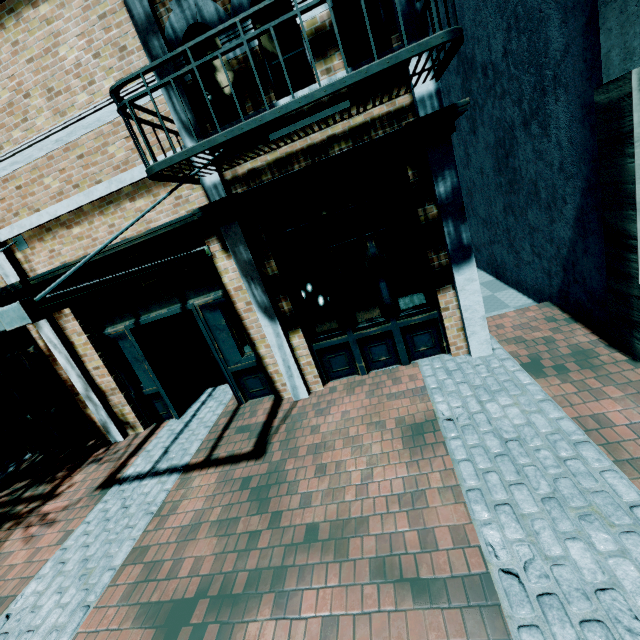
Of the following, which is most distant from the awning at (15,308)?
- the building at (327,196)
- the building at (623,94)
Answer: the building at (623,94)

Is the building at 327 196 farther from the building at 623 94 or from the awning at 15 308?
the building at 623 94

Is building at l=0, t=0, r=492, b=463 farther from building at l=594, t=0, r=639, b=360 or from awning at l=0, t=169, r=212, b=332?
building at l=594, t=0, r=639, b=360

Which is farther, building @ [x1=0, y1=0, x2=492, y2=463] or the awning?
Result: building @ [x1=0, y1=0, x2=492, y2=463]

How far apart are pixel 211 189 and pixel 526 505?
5.06m

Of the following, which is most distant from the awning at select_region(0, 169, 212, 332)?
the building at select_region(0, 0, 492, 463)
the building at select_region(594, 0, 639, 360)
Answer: the building at select_region(594, 0, 639, 360)

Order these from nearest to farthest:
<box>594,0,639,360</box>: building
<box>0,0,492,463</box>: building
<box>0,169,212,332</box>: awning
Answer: <box>0,169,212,332</box>: awning
<box>594,0,639,360</box>: building
<box>0,0,492,463</box>: building
